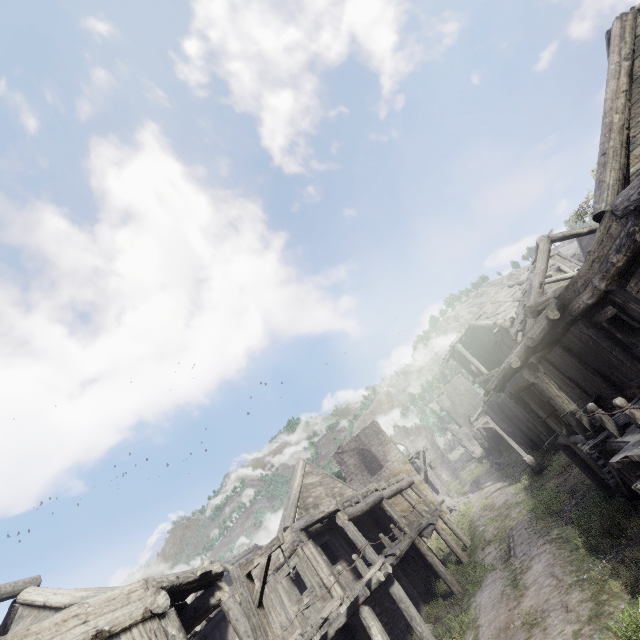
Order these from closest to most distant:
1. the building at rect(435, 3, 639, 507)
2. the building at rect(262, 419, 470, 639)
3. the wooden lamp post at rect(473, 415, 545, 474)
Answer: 1. the building at rect(435, 3, 639, 507)
2. the building at rect(262, 419, 470, 639)
3. the wooden lamp post at rect(473, 415, 545, 474)

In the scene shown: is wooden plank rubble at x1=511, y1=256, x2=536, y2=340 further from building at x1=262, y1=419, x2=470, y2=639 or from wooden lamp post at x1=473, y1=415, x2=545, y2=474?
wooden lamp post at x1=473, y1=415, x2=545, y2=474

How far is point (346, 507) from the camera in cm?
1442

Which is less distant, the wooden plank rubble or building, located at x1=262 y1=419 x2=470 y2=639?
building, located at x1=262 y1=419 x2=470 y2=639

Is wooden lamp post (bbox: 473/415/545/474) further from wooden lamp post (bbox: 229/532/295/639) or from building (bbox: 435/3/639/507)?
wooden lamp post (bbox: 229/532/295/639)

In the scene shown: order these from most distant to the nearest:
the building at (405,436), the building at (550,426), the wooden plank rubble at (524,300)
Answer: the wooden plank rubble at (524,300)
the building at (405,436)
the building at (550,426)

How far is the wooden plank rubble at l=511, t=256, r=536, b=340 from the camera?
16.08m

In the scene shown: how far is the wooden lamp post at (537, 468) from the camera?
22.5 meters
